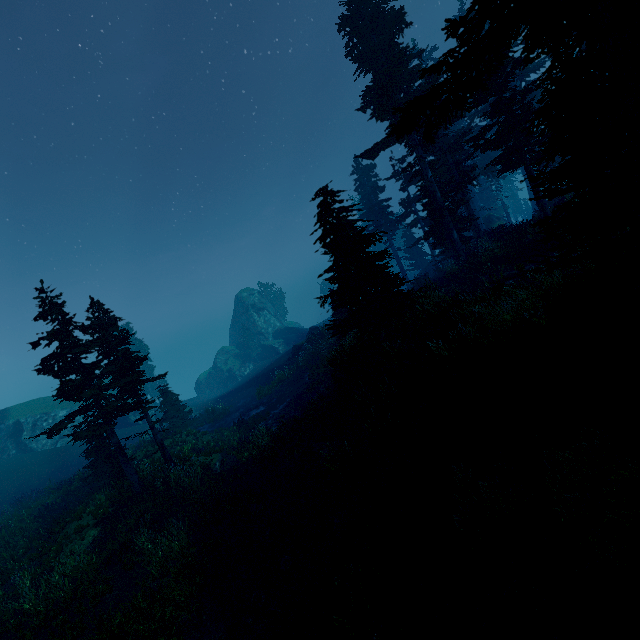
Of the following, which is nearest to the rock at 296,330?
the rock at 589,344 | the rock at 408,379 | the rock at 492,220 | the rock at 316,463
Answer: the rock at 492,220

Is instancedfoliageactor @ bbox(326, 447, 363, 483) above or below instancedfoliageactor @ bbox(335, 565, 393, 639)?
above

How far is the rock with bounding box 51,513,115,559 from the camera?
13.59m

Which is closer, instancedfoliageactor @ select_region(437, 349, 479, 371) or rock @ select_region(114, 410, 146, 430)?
instancedfoliageactor @ select_region(437, 349, 479, 371)

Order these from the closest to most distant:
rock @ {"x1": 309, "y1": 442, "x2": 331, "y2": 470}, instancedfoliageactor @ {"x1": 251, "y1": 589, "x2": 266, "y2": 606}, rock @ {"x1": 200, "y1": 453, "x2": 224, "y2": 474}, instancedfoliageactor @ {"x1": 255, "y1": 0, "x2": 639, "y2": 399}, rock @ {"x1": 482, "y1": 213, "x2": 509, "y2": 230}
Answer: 1. instancedfoliageactor @ {"x1": 255, "y1": 0, "x2": 639, "y2": 399}
2. instancedfoliageactor @ {"x1": 251, "y1": 589, "x2": 266, "y2": 606}
3. rock @ {"x1": 309, "y1": 442, "x2": 331, "y2": 470}
4. rock @ {"x1": 200, "y1": 453, "x2": 224, "y2": 474}
5. rock @ {"x1": 482, "y1": 213, "x2": 509, "y2": 230}

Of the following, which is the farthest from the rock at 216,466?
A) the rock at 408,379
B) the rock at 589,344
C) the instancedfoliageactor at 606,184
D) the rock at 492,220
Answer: the rock at 492,220

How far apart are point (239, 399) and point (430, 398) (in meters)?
25.62
